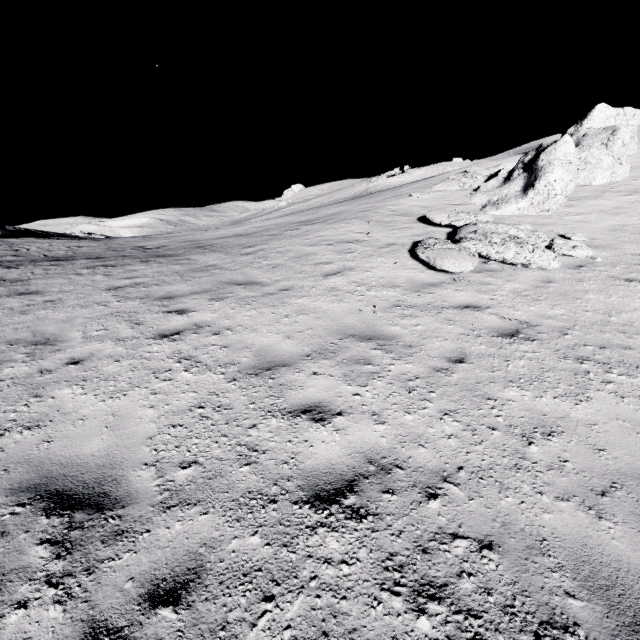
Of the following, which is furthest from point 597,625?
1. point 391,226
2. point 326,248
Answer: point 391,226
